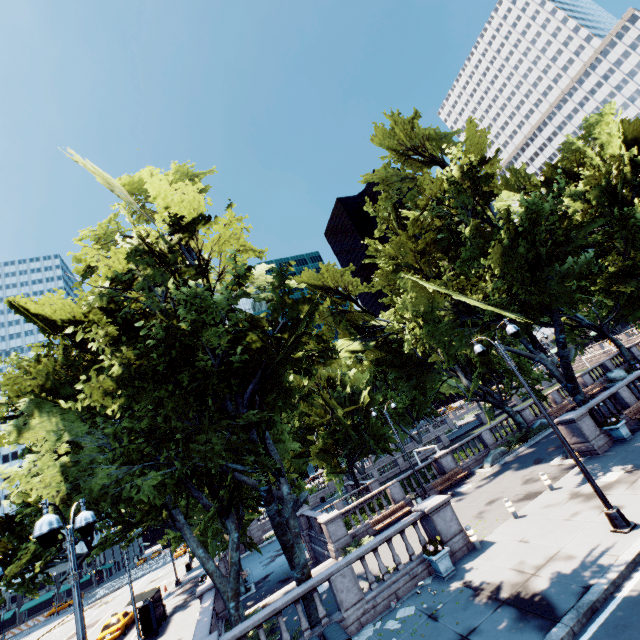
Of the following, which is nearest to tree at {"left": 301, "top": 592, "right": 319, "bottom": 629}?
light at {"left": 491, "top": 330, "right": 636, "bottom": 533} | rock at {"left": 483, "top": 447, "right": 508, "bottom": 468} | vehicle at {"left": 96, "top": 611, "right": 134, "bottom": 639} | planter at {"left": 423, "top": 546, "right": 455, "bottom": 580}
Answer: light at {"left": 491, "top": 330, "right": 636, "bottom": 533}

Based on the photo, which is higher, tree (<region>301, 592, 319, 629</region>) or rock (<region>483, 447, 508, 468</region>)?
tree (<region>301, 592, 319, 629</region>)

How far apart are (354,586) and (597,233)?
35.7m

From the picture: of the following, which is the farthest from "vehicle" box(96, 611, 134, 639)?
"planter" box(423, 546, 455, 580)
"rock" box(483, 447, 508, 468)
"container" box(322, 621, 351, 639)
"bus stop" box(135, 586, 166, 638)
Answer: "rock" box(483, 447, 508, 468)

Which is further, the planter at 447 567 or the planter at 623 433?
the planter at 623 433

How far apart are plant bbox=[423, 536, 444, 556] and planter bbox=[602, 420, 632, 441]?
12.2m

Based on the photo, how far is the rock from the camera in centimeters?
2452cm

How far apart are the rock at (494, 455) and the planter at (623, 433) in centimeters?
846cm
